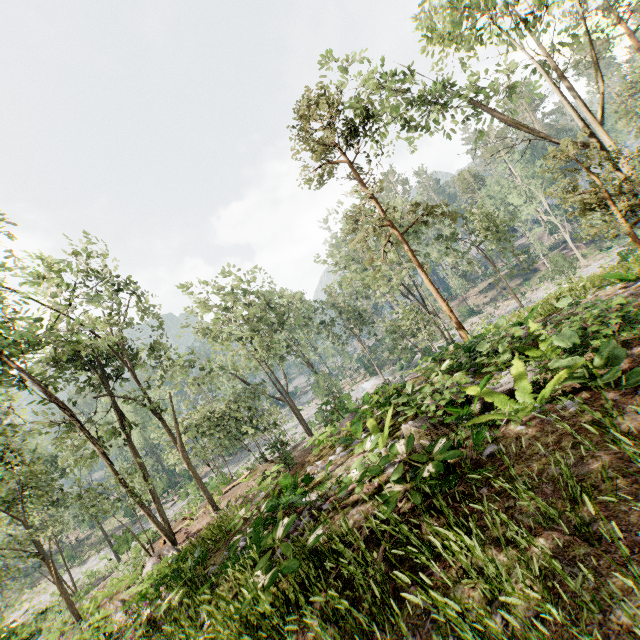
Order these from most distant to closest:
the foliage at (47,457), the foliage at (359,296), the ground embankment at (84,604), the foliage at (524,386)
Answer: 1. the ground embankment at (84,604)
2. the foliage at (47,457)
3. the foliage at (359,296)
4. the foliage at (524,386)

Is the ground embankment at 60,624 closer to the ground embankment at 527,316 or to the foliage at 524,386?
the foliage at 524,386

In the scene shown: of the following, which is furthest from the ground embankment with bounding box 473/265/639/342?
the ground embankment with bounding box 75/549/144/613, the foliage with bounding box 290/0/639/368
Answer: the ground embankment with bounding box 75/549/144/613

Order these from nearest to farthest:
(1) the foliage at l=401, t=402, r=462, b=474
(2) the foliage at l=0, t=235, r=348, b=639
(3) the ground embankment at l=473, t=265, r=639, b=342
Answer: (1) the foliage at l=401, t=402, r=462, b=474
(3) the ground embankment at l=473, t=265, r=639, b=342
(2) the foliage at l=0, t=235, r=348, b=639

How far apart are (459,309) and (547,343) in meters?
52.0

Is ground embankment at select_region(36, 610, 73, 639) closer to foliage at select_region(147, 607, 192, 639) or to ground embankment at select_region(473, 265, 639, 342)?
foliage at select_region(147, 607, 192, 639)

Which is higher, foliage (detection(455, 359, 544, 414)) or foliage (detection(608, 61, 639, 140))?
foliage (detection(608, 61, 639, 140))
